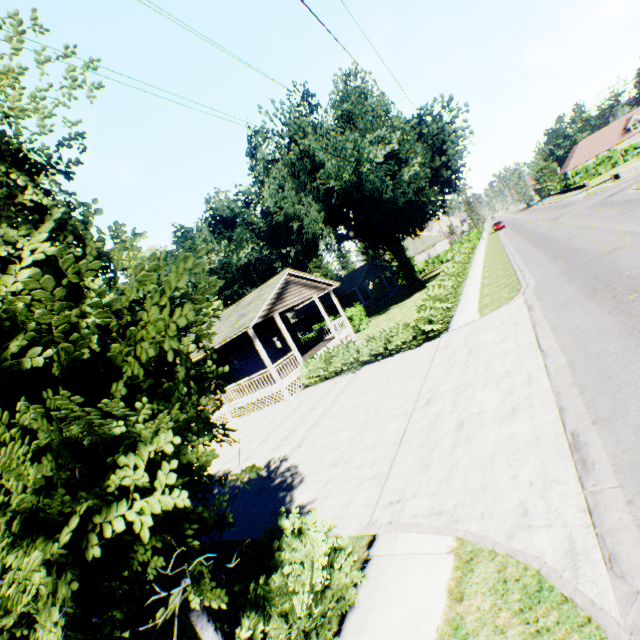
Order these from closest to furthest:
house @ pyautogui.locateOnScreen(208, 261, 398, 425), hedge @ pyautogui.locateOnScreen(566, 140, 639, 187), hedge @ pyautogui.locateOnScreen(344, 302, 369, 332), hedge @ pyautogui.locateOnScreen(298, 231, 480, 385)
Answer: hedge @ pyautogui.locateOnScreen(298, 231, 480, 385)
house @ pyautogui.locateOnScreen(208, 261, 398, 425)
hedge @ pyautogui.locateOnScreen(344, 302, 369, 332)
hedge @ pyautogui.locateOnScreen(566, 140, 639, 187)

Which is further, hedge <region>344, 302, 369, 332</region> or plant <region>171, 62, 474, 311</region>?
hedge <region>344, 302, 369, 332</region>

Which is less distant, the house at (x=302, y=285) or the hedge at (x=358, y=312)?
the house at (x=302, y=285)

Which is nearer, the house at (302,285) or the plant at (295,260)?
the house at (302,285)

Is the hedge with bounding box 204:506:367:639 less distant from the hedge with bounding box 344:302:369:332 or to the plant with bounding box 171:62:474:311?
the hedge with bounding box 344:302:369:332

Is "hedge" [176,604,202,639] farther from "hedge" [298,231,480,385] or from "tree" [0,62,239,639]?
"tree" [0,62,239,639]

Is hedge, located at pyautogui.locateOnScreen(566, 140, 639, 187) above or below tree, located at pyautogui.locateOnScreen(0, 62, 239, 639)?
below

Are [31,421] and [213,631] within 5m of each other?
yes
